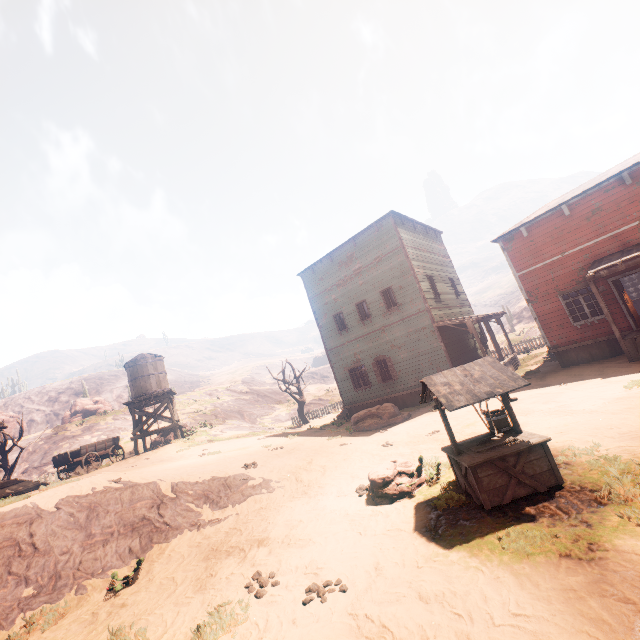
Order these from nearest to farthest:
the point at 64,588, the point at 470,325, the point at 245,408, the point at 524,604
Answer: the point at 524,604 < the point at 64,588 < the point at 470,325 < the point at 245,408

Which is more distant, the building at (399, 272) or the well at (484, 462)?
the building at (399, 272)

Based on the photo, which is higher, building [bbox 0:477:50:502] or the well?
building [bbox 0:477:50:502]

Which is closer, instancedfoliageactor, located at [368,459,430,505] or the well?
the well

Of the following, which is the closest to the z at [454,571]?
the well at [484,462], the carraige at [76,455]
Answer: the well at [484,462]

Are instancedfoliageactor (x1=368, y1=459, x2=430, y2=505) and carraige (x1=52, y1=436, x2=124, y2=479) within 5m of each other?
no

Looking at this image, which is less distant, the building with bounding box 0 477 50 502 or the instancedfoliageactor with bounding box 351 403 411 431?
the building with bounding box 0 477 50 502

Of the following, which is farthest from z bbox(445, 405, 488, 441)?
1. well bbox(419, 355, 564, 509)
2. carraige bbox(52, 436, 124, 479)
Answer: carraige bbox(52, 436, 124, 479)
